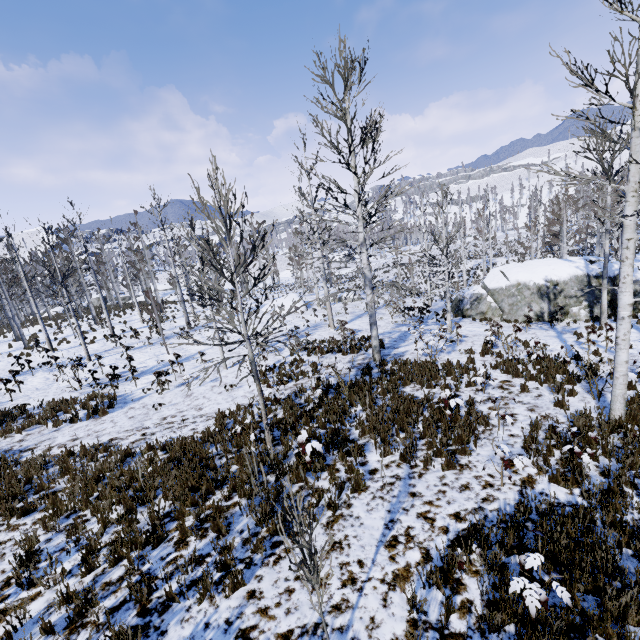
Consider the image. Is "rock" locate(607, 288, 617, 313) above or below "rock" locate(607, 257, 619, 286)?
below

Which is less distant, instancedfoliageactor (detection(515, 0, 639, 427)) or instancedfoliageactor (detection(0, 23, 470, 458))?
instancedfoliageactor (detection(515, 0, 639, 427))

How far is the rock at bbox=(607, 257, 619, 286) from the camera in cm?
1770

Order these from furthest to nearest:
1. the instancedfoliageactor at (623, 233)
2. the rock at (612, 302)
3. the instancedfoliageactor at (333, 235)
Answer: the rock at (612, 302)
the instancedfoliageactor at (333, 235)
the instancedfoliageactor at (623, 233)

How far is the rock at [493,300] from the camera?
17.9 meters

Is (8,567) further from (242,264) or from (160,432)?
(242,264)

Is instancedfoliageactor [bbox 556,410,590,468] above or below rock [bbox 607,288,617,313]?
above
